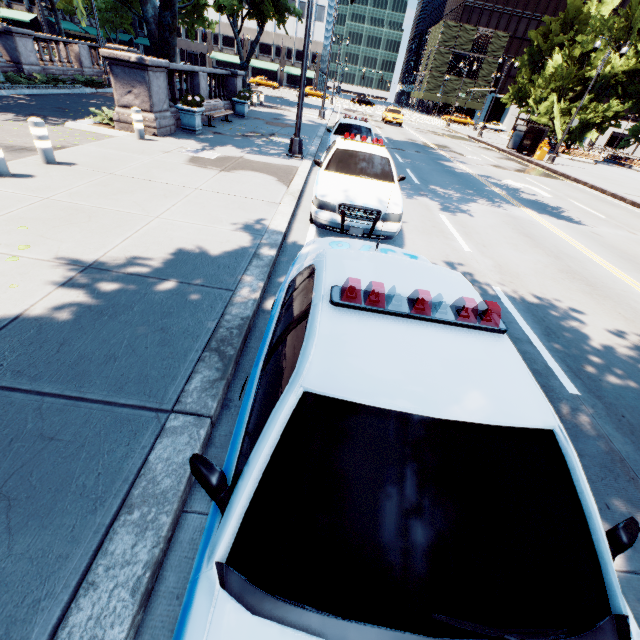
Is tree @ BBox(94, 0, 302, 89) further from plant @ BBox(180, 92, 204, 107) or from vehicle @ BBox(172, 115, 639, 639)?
vehicle @ BBox(172, 115, 639, 639)

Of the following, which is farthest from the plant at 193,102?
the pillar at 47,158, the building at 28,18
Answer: the building at 28,18

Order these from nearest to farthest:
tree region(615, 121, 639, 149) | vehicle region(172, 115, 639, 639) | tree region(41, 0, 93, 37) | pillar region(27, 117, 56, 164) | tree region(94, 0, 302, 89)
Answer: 1. vehicle region(172, 115, 639, 639)
2. pillar region(27, 117, 56, 164)
3. tree region(41, 0, 93, 37)
4. tree region(94, 0, 302, 89)
5. tree region(615, 121, 639, 149)

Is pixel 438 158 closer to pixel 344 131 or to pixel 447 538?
pixel 344 131

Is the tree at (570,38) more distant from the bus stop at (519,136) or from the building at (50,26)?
the bus stop at (519,136)

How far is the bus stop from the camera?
25.8m

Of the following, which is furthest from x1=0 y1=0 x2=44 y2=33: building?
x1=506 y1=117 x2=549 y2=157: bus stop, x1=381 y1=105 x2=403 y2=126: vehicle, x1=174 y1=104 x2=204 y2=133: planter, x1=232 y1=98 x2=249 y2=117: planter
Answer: x1=174 y1=104 x2=204 y2=133: planter

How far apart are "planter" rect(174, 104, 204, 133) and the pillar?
6.3 meters
